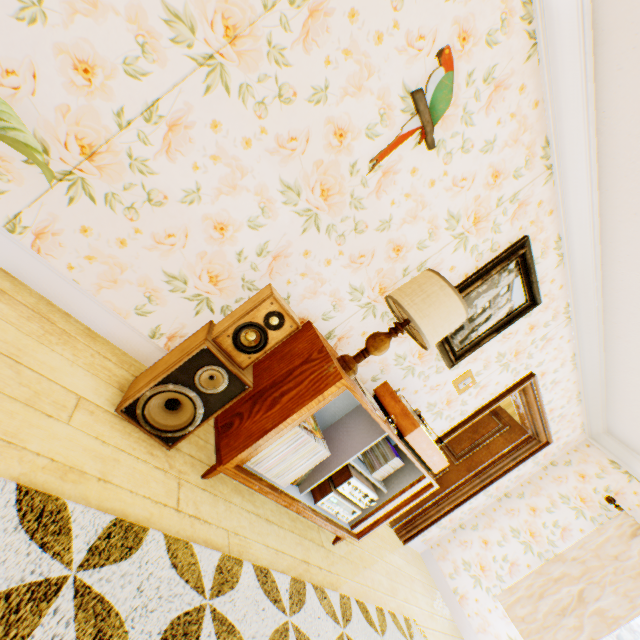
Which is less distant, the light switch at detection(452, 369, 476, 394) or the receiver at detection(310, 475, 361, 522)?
the receiver at detection(310, 475, 361, 522)

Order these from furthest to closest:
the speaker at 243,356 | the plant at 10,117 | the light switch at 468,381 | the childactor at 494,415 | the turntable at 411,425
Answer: the childactor at 494,415 → the light switch at 468,381 → the turntable at 411,425 → the speaker at 243,356 → the plant at 10,117

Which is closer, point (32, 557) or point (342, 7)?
point (32, 557)

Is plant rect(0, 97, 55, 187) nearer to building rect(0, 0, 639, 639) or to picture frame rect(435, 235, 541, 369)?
building rect(0, 0, 639, 639)

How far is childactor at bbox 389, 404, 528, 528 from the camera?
4.32m

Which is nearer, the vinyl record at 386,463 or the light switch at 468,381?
the vinyl record at 386,463

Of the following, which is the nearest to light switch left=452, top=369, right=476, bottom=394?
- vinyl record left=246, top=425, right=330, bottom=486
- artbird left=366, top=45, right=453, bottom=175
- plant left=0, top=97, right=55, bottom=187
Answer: vinyl record left=246, top=425, right=330, bottom=486

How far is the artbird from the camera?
1.70m
